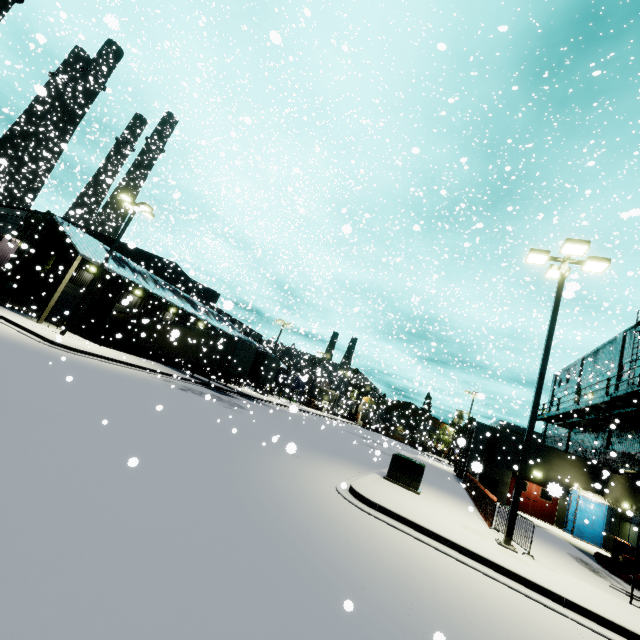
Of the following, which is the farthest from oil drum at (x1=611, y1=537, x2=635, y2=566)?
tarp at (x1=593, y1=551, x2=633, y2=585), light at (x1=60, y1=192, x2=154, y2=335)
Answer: light at (x1=60, y1=192, x2=154, y2=335)

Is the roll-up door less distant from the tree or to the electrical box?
the tree

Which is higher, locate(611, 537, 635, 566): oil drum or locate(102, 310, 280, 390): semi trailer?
locate(102, 310, 280, 390): semi trailer

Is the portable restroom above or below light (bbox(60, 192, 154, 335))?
below

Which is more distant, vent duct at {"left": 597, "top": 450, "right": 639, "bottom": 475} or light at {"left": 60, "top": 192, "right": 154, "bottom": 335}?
light at {"left": 60, "top": 192, "right": 154, "bottom": 335}

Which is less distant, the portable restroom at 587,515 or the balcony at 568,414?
the balcony at 568,414

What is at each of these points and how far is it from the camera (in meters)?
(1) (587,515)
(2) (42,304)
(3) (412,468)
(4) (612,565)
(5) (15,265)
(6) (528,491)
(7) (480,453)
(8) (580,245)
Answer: (1) portable restroom, 20.09
(2) building, 26.34
(3) electrical box, 13.01
(4) tarp, 13.23
(5) tree, 24.09
(6) door, 23.08
(7) building, 24.58
(8) light, 10.70

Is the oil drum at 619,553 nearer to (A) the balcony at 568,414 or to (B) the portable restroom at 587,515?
(B) the portable restroom at 587,515
